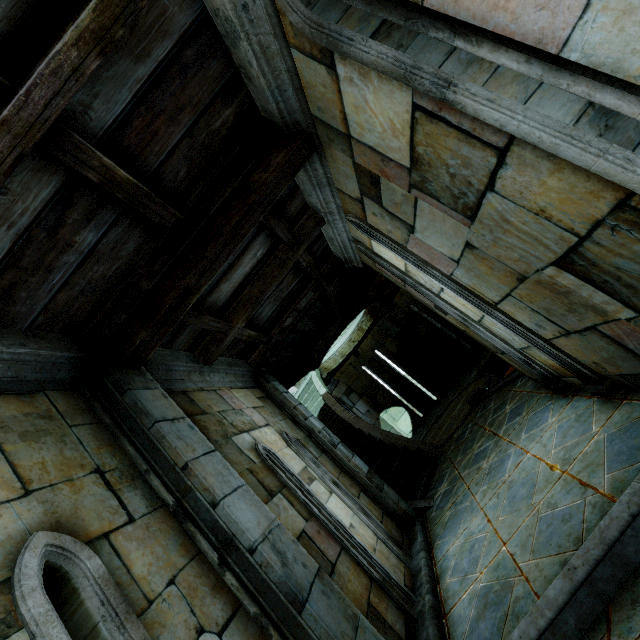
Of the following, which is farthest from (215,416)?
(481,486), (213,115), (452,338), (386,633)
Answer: (452,338)
